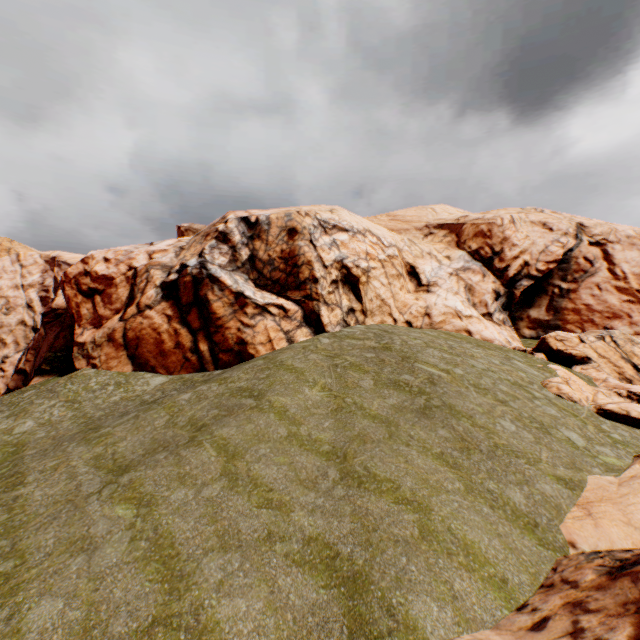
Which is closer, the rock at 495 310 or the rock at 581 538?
the rock at 581 538

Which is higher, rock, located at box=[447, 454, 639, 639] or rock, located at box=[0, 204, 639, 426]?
rock, located at box=[0, 204, 639, 426]

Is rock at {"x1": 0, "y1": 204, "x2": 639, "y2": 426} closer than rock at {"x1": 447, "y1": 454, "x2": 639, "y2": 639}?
No

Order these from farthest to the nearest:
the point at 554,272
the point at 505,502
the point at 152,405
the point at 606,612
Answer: the point at 554,272 < the point at 152,405 < the point at 505,502 < the point at 606,612

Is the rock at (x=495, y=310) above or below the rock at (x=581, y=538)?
above
